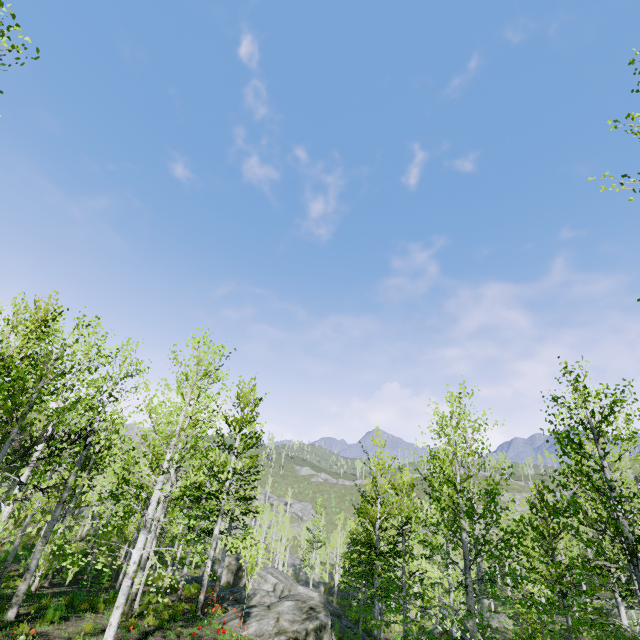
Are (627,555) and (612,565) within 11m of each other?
yes
